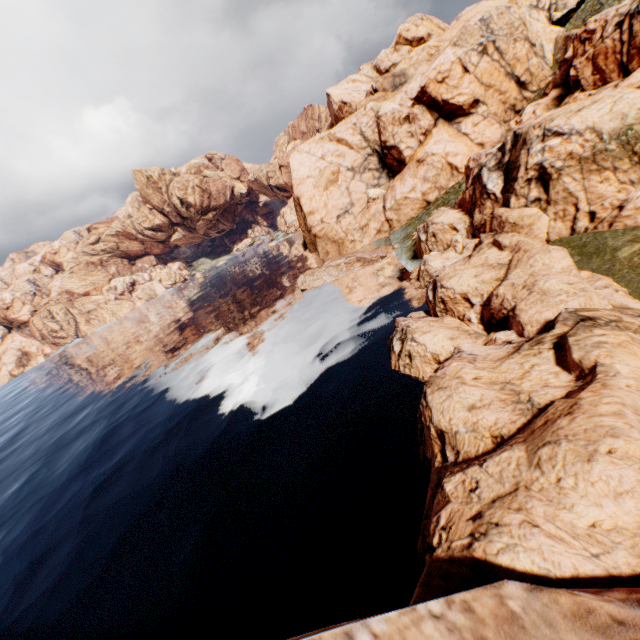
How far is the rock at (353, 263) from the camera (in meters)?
43.38

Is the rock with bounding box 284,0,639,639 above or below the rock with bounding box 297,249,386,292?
above

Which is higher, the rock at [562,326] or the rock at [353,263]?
the rock at [562,326]

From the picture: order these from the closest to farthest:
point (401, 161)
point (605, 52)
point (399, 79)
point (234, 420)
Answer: point (234, 420), point (605, 52), point (401, 161), point (399, 79)

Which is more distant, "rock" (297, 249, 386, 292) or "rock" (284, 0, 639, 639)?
"rock" (297, 249, 386, 292)

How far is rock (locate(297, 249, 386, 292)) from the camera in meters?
43.4 m
